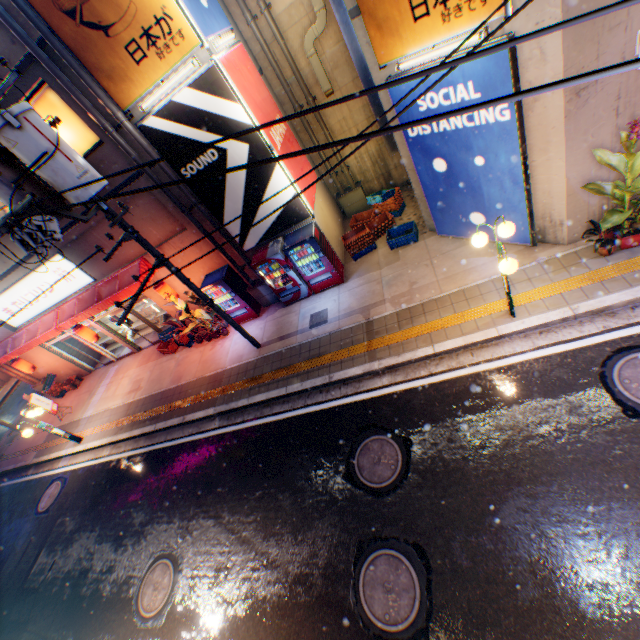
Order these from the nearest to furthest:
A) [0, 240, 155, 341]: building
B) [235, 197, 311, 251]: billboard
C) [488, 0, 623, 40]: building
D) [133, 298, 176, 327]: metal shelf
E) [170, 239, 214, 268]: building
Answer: [488, 0, 623, 40]: building
[235, 197, 311, 251]: billboard
[170, 239, 214, 268]: building
[0, 240, 155, 341]: building
[133, 298, 176, 327]: metal shelf

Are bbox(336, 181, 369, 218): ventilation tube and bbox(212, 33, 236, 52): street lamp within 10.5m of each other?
yes

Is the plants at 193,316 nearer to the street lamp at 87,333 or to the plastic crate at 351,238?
the street lamp at 87,333

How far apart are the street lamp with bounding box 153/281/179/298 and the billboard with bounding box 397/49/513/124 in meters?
9.1

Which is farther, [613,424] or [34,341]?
[34,341]

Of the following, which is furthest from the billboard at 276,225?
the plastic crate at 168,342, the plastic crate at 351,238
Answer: the plastic crate at 168,342

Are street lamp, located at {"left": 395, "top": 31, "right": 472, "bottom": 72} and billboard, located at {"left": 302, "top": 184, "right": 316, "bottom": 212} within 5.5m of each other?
yes

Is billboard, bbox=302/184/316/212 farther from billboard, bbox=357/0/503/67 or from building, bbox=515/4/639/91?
building, bbox=515/4/639/91
